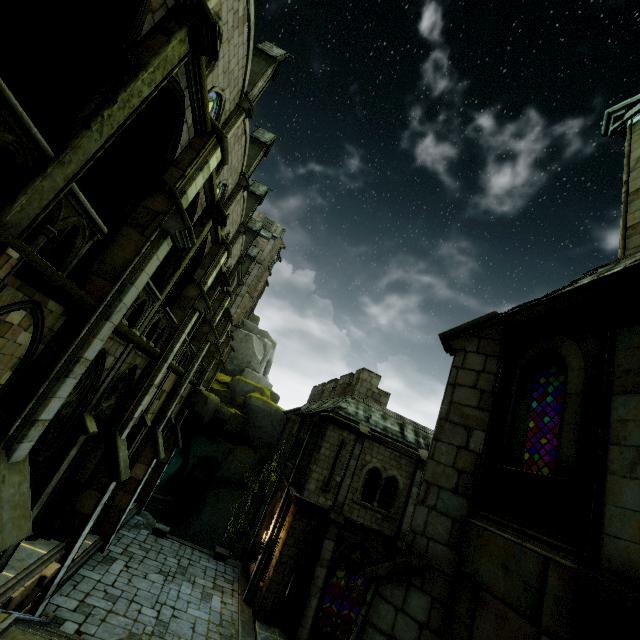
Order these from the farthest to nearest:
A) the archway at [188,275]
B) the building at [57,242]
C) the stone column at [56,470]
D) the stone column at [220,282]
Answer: the stone column at [220,282] < the archway at [188,275] < the building at [57,242] < the stone column at [56,470]

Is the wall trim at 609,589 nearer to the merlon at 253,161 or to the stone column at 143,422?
the stone column at 143,422

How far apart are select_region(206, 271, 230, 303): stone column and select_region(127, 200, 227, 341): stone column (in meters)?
4.89

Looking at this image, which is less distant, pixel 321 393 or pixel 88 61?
pixel 88 61

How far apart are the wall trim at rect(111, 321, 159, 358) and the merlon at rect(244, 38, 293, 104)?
13.8 meters

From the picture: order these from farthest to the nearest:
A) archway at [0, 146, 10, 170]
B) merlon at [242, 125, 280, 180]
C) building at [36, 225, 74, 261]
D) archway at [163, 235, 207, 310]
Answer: merlon at [242, 125, 280, 180], archway at [163, 235, 207, 310], building at [36, 225, 74, 261], archway at [0, 146, 10, 170]

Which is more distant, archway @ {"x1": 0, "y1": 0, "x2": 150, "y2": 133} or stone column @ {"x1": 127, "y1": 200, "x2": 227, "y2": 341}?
stone column @ {"x1": 127, "y1": 200, "x2": 227, "y2": 341}

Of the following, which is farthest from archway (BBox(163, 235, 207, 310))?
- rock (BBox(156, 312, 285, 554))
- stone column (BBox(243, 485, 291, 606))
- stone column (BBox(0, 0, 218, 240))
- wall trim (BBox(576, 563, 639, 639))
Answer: stone column (BBox(243, 485, 291, 606))
